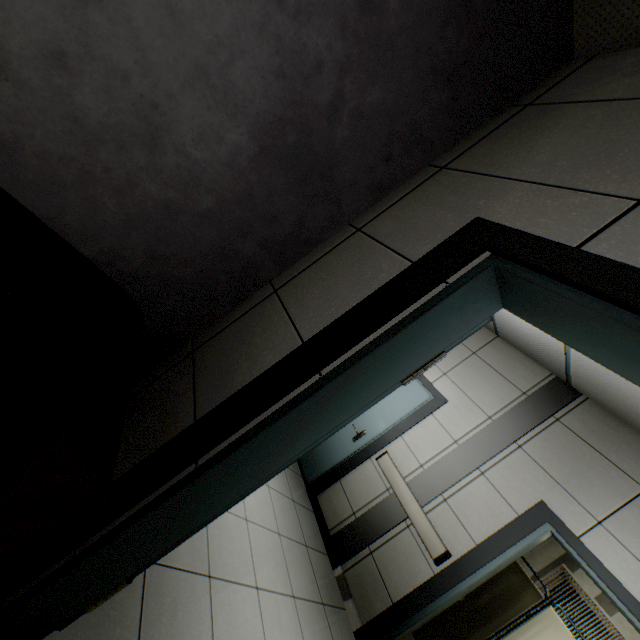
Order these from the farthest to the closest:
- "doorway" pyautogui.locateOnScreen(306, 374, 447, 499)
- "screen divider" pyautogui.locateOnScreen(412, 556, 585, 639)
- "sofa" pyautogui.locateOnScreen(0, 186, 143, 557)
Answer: "doorway" pyautogui.locateOnScreen(306, 374, 447, 499), "screen divider" pyautogui.locateOnScreen(412, 556, 585, 639), "sofa" pyautogui.locateOnScreen(0, 186, 143, 557)

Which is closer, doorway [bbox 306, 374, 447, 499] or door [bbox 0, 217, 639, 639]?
door [bbox 0, 217, 639, 639]

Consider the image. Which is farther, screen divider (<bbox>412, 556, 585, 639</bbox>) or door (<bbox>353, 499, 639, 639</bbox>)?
screen divider (<bbox>412, 556, 585, 639</bbox>)

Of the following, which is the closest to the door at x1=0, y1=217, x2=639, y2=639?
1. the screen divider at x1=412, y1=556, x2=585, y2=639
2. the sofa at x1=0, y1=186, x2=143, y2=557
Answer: the sofa at x1=0, y1=186, x2=143, y2=557

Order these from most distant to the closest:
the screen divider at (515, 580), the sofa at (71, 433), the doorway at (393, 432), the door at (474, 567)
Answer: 1. the doorway at (393, 432)
2. the screen divider at (515, 580)
3. the door at (474, 567)
4. the sofa at (71, 433)

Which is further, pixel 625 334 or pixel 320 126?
pixel 320 126

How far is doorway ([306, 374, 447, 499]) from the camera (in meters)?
4.12

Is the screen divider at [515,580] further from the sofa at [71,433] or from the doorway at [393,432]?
the sofa at [71,433]
